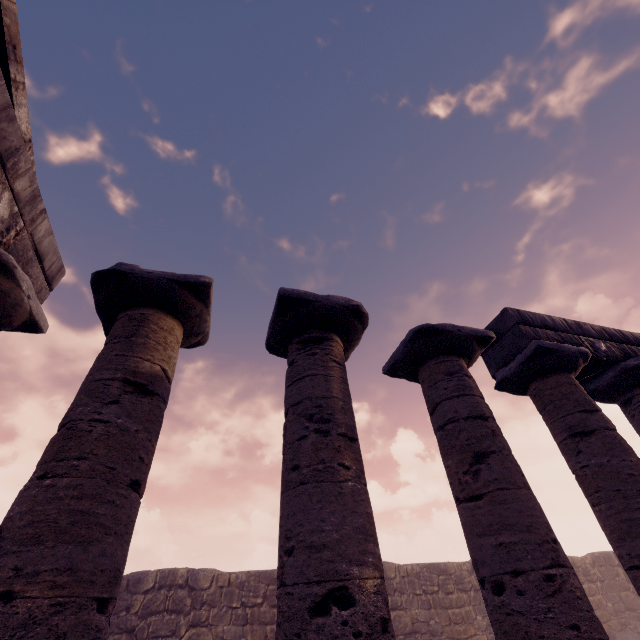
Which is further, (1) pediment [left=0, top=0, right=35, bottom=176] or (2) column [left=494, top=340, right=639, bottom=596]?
(2) column [left=494, top=340, right=639, bottom=596]

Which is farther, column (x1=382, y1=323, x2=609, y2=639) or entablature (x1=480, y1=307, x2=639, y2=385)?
entablature (x1=480, y1=307, x2=639, y2=385)

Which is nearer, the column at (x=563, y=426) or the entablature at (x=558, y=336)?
the column at (x=563, y=426)

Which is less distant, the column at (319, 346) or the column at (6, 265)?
the column at (319, 346)

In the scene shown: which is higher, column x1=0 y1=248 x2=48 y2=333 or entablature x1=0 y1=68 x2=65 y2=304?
entablature x1=0 y1=68 x2=65 y2=304

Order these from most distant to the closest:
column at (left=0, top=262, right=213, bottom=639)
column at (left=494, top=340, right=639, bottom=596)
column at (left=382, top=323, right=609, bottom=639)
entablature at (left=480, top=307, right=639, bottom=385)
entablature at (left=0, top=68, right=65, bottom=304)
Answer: entablature at (left=480, top=307, right=639, bottom=385), column at (left=494, top=340, right=639, bottom=596), entablature at (left=0, top=68, right=65, bottom=304), column at (left=382, top=323, right=609, bottom=639), column at (left=0, top=262, right=213, bottom=639)

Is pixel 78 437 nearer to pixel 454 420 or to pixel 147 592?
pixel 454 420

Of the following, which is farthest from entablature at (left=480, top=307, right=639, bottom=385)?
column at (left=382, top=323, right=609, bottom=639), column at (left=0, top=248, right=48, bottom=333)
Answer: column at (left=382, top=323, right=609, bottom=639)
